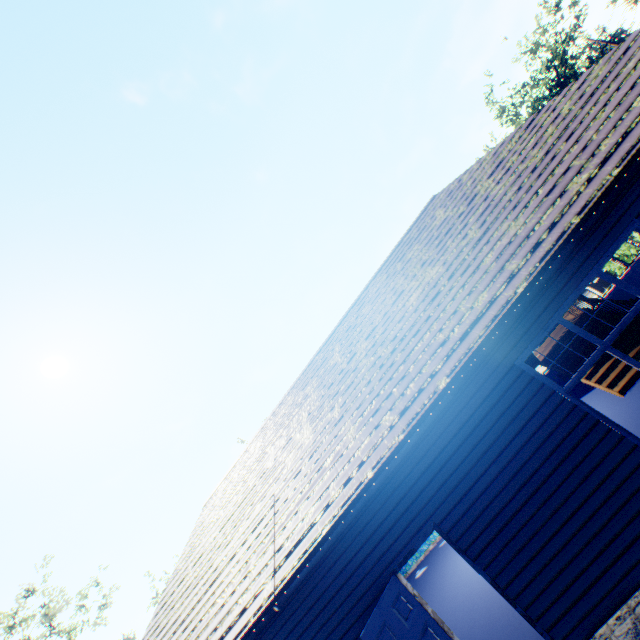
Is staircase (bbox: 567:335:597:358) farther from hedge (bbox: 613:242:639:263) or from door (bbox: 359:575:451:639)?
hedge (bbox: 613:242:639:263)

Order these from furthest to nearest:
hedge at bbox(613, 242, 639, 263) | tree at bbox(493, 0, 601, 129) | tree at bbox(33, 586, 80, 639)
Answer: tree at bbox(493, 0, 601, 129) → tree at bbox(33, 586, 80, 639) → hedge at bbox(613, 242, 639, 263)

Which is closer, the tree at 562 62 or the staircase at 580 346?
the staircase at 580 346

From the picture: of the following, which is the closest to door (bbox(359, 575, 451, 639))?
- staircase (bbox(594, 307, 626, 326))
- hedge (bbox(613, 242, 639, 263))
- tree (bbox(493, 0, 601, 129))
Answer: staircase (bbox(594, 307, 626, 326))

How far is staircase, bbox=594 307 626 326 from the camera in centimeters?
991cm

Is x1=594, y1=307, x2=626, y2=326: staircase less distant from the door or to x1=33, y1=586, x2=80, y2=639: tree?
the door

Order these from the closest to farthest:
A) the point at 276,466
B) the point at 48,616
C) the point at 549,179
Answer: the point at 549,179 < the point at 276,466 < the point at 48,616

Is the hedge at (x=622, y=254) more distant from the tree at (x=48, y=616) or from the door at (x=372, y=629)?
the door at (x=372, y=629)
